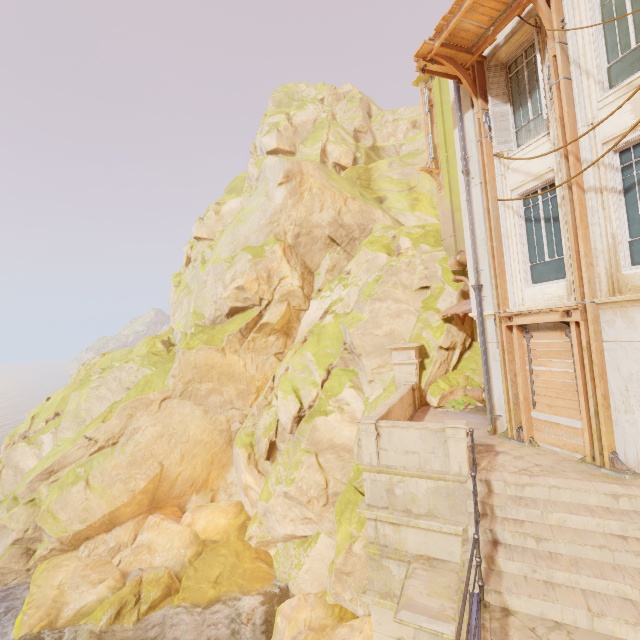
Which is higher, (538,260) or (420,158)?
(420,158)

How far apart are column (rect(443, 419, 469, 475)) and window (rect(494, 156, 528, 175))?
7.09m

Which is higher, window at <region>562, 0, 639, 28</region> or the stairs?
window at <region>562, 0, 639, 28</region>

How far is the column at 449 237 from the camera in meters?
15.1

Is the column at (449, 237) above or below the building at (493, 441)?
above

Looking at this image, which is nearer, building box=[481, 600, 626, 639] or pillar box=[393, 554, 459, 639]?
building box=[481, 600, 626, 639]

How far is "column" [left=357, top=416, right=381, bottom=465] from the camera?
7.98m

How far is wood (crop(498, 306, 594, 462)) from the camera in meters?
7.3 m
